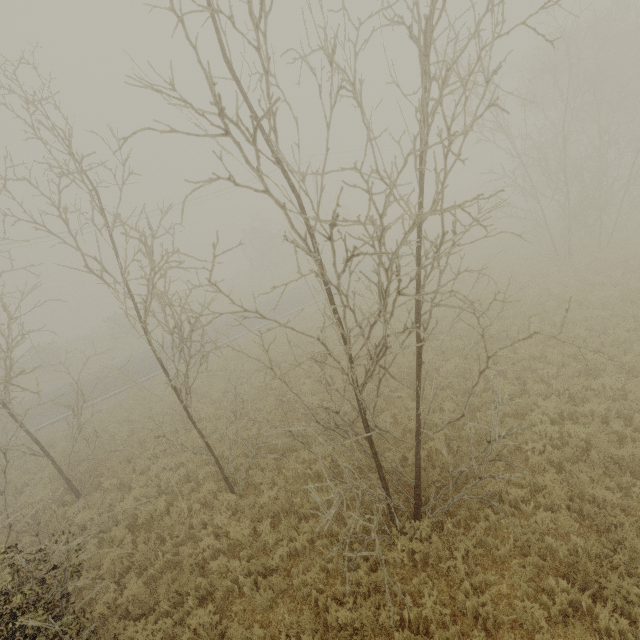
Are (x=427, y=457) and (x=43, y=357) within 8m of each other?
no
